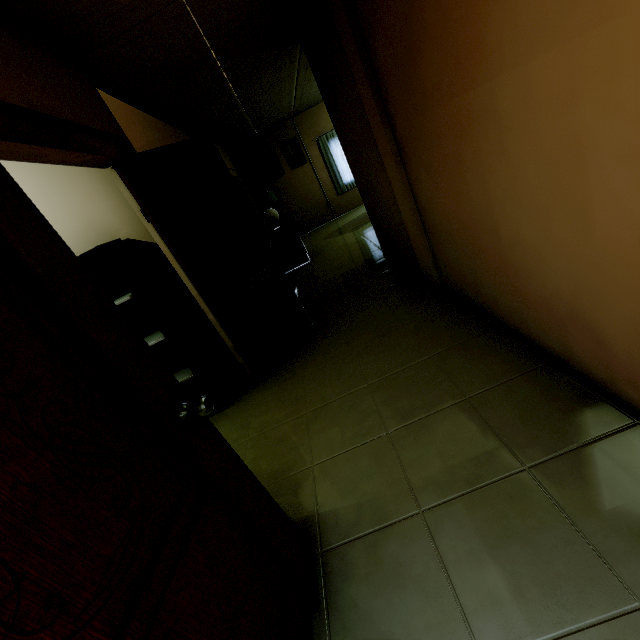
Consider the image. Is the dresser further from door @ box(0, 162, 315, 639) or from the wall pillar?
door @ box(0, 162, 315, 639)

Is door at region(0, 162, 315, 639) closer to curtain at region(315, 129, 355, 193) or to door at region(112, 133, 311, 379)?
door at region(112, 133, 311, 379)

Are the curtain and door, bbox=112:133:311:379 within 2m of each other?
no

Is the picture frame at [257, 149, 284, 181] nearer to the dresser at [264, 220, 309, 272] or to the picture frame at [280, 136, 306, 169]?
the picture frame at [280, 136, 306, 169]

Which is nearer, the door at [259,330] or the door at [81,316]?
the door at [81,316]

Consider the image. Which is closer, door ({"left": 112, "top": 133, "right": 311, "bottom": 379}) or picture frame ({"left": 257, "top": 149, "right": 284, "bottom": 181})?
door ({"left": 112, "top": 133, "right": 311, "bottom": 379})

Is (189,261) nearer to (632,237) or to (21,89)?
(21,89)

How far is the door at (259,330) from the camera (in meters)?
2.49
